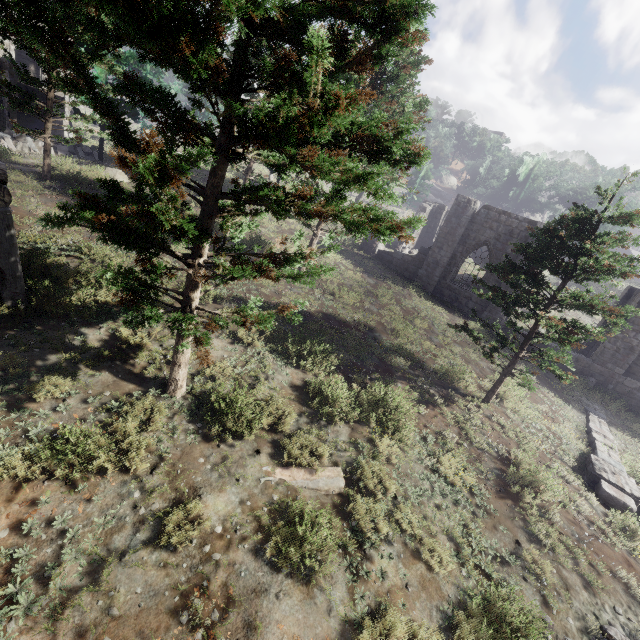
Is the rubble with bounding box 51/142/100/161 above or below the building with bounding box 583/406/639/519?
above

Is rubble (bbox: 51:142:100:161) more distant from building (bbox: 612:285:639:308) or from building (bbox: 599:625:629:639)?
building (bbox: 599:625:629:639)

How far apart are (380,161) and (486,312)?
17.0 meters

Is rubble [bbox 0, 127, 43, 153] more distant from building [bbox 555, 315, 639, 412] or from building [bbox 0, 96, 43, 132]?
building [bbox 555, 315, 639, 412]

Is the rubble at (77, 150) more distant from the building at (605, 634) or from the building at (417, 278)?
the building at (605, 634)

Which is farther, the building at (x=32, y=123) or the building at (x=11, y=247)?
the building at (x=32, y=123)

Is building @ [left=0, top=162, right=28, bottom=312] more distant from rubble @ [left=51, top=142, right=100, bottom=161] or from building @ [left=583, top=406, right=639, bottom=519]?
rubble @ [left=51, top=142, right=100, bottom=161]
